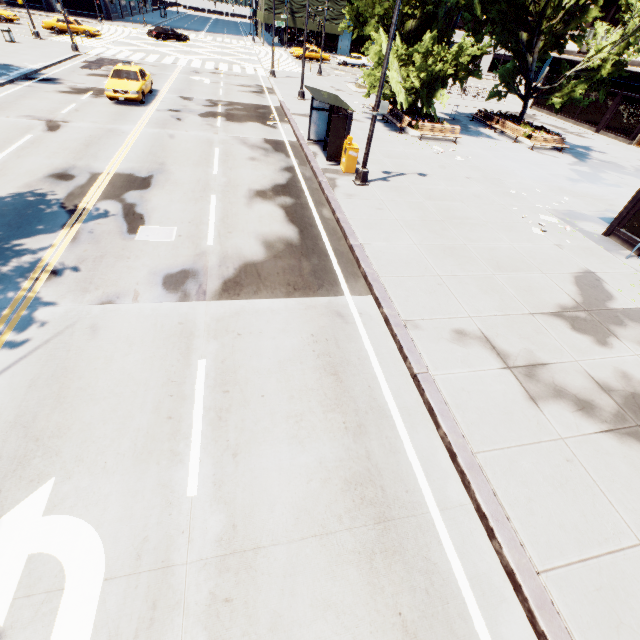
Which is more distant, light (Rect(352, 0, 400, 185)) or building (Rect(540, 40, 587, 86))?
building (Rect(540, 40, 587, 86))

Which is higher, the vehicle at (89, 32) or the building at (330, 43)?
the building at (330, 43)

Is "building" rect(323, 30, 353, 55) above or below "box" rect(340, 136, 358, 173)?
above

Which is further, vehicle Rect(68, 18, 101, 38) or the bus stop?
vehicle Rect(68, 18, 101, 38)

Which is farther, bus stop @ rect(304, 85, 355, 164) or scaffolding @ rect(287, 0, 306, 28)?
scaffolding @ rect(287, 0, 306, 28)

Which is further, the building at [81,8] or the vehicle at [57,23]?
the building at [81,8]

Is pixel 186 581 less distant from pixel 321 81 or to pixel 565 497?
pixel 565 497

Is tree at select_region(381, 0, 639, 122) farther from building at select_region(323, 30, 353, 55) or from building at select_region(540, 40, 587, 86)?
building at select_region(323, 30, 353, 55)
